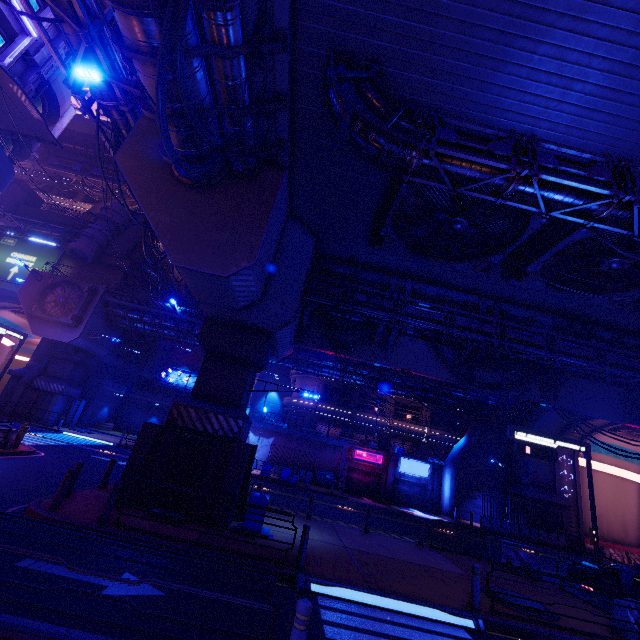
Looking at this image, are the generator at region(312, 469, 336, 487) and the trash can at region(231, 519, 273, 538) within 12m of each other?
no

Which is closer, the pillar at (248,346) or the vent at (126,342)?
the pillar at (248,346)

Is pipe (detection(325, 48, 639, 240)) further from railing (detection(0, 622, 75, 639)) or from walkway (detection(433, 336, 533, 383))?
railing (detection(0, 622, 75, 639))

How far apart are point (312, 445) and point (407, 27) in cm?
3447

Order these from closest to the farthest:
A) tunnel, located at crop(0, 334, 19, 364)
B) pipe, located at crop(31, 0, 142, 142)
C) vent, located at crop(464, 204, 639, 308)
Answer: pipe, located at crop(31, 0, 142, 142) < vent, located at crop(464, 204, 639, 308) < tunnel, located at crop(0, 334, 19, 364)

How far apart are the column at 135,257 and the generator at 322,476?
33.09m

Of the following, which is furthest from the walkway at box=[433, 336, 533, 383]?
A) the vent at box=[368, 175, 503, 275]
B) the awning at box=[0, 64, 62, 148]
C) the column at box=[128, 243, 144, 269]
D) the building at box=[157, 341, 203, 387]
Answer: the building at box=[157, 341, 203, 387]

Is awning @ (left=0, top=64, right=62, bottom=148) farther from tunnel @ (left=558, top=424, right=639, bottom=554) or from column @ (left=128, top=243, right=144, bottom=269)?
tunnel @ (left=558, top=424, right=639, bottom=554)
